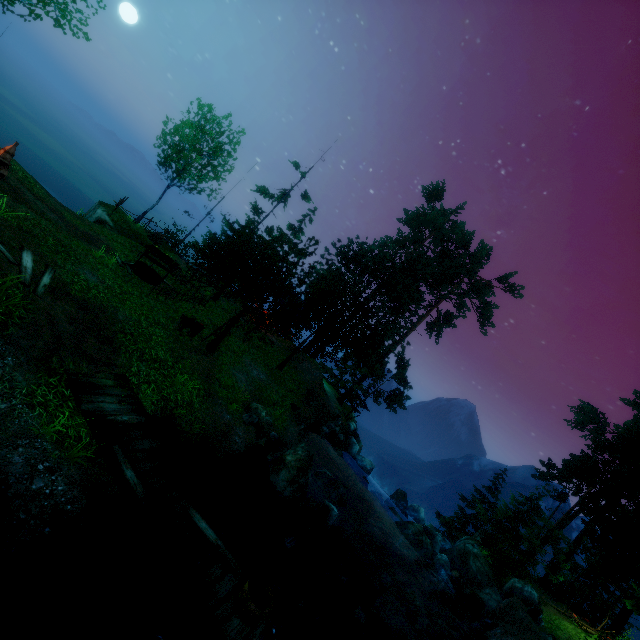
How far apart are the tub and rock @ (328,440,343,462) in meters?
16.1 m

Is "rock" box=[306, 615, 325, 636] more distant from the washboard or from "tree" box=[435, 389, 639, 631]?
"tree" box=[435, 389, 639, 631]

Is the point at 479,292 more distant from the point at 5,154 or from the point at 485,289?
the point at 5,154

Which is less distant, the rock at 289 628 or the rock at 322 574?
the rock at 289 628

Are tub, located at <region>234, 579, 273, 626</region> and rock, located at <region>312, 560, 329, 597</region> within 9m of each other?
yes

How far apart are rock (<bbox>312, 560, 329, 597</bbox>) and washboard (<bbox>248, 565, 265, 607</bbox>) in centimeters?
729cm

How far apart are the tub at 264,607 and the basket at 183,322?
10.3 meters

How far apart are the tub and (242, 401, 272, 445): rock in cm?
699
